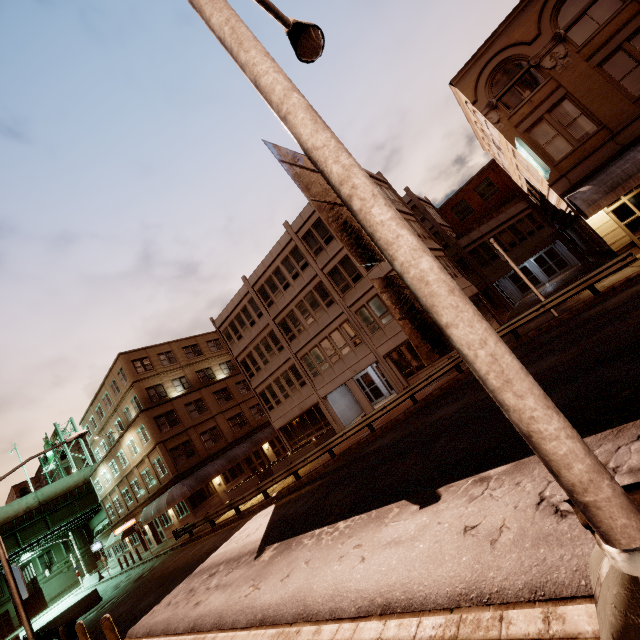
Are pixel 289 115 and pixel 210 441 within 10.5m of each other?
no

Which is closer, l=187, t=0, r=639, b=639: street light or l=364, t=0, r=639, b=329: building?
l=187, t=0, r=639, b=639: street light

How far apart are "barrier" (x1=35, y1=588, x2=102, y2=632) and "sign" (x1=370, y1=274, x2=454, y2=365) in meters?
33.2

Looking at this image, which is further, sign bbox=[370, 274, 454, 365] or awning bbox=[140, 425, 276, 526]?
awning bbox=[140, 425, 276, 526]

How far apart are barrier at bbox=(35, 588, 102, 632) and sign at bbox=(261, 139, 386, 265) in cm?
3324

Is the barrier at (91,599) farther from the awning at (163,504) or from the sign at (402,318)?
the sign at (402,318)

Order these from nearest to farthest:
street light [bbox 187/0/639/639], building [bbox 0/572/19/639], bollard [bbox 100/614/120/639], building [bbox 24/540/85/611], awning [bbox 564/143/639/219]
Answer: street light [bbox 187/0/639/639] → bollard [bbox 100/614/120/639] → awning [bbox 564/143/639/219] → building [bbox 0/572/19/639] → building [bbox 24/540/85/611]

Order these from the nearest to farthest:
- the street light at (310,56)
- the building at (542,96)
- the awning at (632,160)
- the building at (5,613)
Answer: the street light at (310,56) → the awning at (632,160) → the building at (542,96) → the building at (5,613)
